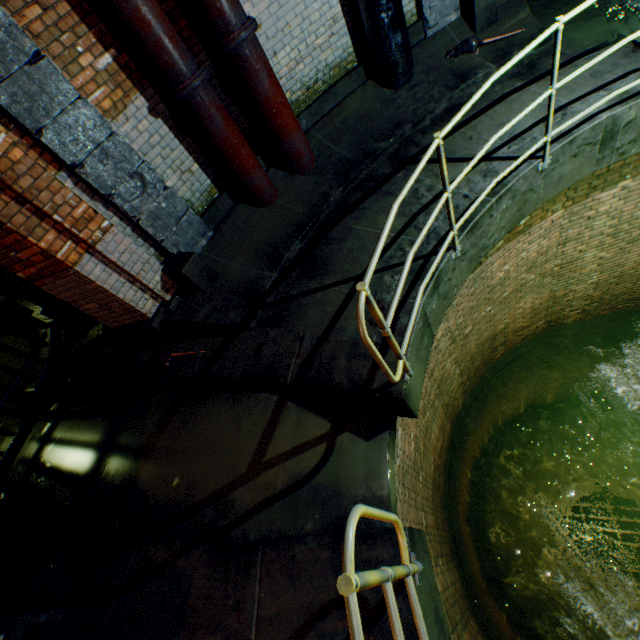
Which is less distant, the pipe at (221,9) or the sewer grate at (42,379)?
the pipe at (221,9)

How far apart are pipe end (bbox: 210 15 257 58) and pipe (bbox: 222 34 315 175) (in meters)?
0.01

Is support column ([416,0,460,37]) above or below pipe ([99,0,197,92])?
below

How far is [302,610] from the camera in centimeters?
226cm

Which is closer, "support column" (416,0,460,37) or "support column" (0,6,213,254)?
"support column" (0,6,213,254)

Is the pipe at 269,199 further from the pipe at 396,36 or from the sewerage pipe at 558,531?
the sewerage pipe at 558,531

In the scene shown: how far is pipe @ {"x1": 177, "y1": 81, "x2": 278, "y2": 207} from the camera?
3.8m

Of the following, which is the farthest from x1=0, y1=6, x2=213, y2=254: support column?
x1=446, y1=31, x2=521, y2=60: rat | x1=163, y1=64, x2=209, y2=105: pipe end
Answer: x1=446, y1=31, x2=521, y2=60: rat
